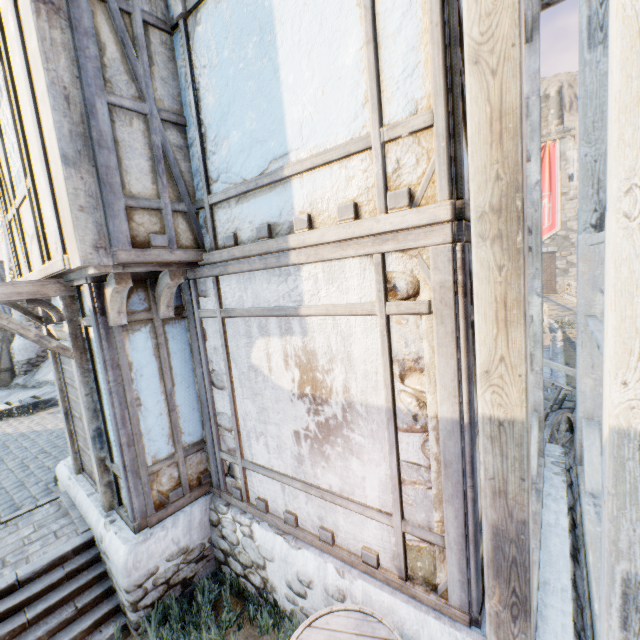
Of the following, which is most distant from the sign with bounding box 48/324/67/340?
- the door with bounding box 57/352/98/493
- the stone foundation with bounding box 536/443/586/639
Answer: the stone foundation with bounding box 536/443/586/639

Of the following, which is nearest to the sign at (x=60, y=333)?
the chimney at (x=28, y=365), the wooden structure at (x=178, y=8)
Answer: the wooden structure at (x=178, y=8)

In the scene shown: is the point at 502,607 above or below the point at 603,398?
below

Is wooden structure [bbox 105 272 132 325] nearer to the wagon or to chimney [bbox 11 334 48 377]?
the wagon

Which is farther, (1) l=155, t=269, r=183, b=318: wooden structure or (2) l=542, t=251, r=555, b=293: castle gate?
(2) l=542, t=251, r=555, b=293: castle gate

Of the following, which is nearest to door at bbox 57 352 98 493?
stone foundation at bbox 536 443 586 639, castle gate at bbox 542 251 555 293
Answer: stone foundation at bbox 536 443 586 639

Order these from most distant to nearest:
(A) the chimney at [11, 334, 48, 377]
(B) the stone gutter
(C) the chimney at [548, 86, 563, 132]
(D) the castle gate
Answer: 1. (C) the chimney at [548, 86, 563, 132]
2. (D) the castle gate
3. (A) the chimney at [11, 334, 48, 377]
4. (B) the stone gutter

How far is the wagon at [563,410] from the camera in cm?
502
